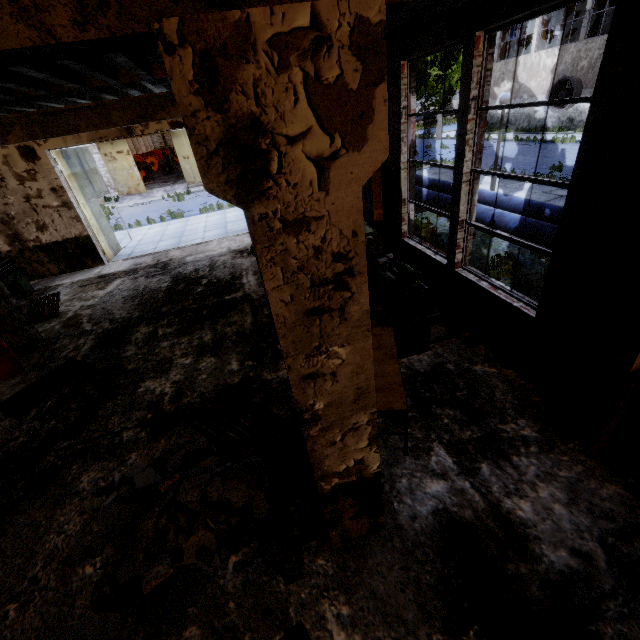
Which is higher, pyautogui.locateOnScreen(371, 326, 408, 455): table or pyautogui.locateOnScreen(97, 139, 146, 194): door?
pyautogui.locateOnScreen(97, 139, 146, 194): door

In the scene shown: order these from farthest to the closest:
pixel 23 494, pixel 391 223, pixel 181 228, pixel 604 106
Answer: pixel 181 228 < pixel 391 223 < pixel 23 494 < pixel 604 106

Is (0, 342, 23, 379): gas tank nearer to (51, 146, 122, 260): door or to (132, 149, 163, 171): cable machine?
(51, 146, 122, 260): door

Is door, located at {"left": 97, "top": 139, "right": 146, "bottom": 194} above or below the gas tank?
above

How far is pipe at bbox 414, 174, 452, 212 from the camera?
8.92m

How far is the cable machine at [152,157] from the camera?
42.9 meters

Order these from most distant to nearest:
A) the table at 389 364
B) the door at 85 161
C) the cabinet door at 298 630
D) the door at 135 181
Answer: the door at 135 181, the door at 85 161, the table at 389 364, the cabinet door at 298 630

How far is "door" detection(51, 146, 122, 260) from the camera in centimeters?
1103cm
